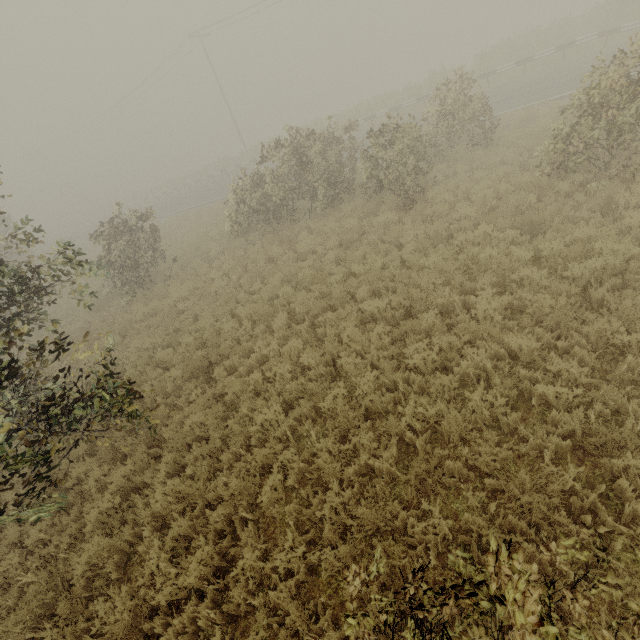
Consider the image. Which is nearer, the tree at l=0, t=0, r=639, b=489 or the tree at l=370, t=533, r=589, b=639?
the tree at l=370, t=533, r=589, b=639

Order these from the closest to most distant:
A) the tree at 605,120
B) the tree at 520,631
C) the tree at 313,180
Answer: the tree at 520,631
the tree at 313,180
the tree at 605,120

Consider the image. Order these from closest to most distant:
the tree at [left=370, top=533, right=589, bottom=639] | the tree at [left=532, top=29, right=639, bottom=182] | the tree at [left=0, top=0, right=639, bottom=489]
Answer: the tree at [left=370, top=533, right=589, bottom=639] < the tree at [left=0, top=0, right=639, bottom=489] < the tree at [left=532, top=29, right=639, bottom=182]

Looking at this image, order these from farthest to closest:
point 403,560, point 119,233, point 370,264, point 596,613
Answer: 1. point 119,233
2. point 370,264
3. point 403,560
4. point 596,613

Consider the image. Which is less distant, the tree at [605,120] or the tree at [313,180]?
the tree at [313,180]
